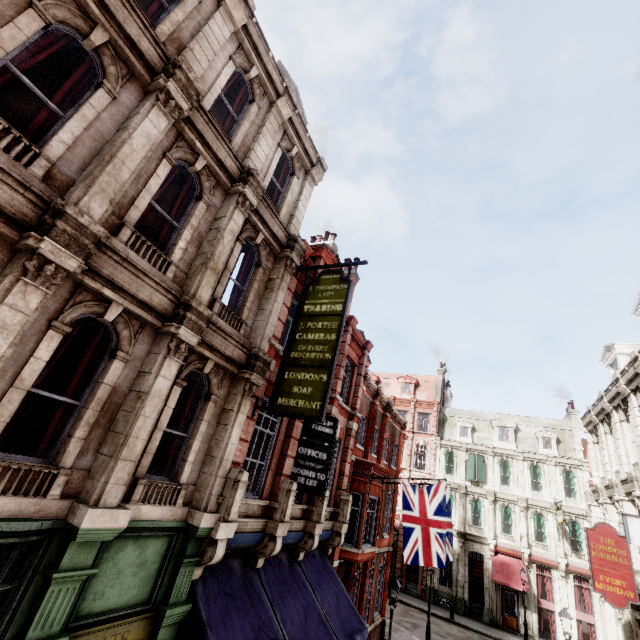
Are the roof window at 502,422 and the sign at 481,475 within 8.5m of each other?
yes

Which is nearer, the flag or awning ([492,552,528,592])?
the flag

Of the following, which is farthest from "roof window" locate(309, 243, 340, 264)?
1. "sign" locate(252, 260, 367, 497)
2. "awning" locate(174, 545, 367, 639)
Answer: "awning" locate(174, 545, 367, 639)

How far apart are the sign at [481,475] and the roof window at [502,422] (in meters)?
1.72

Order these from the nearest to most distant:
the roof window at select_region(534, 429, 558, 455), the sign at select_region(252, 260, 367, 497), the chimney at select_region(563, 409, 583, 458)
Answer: the sign at select_region(252, 260, 367, 497)
the chimney at select_region(563, 409, 583, 458)
the roof window at select_region(534, 429, 558, 455)

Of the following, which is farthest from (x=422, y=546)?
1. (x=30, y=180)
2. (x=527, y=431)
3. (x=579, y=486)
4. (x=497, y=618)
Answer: (x=527, y=431)

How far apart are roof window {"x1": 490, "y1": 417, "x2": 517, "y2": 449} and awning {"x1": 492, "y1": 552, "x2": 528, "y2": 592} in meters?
9.1 m

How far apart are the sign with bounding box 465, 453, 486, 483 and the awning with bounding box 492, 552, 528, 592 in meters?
5.3 m
